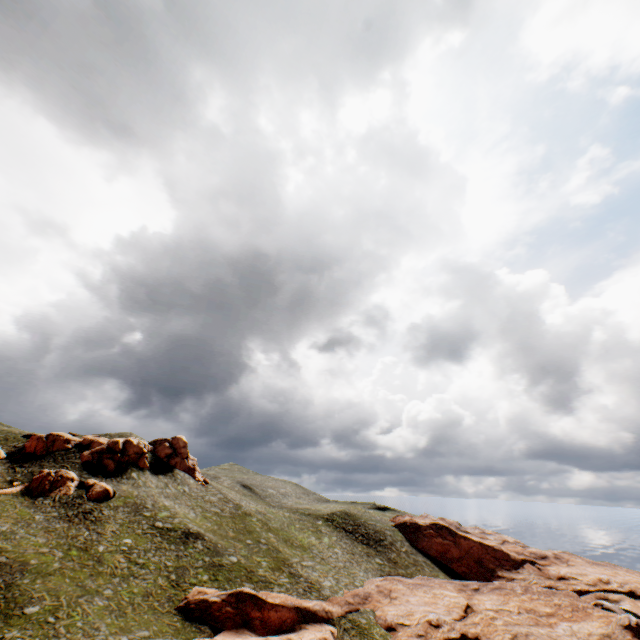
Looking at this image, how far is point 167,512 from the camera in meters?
52.4 m

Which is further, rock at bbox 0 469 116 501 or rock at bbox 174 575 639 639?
rock at bbox 0 469 116 501

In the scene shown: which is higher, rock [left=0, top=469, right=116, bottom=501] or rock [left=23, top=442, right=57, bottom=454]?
rock [left=23, top=442, right=57, bottom=454]

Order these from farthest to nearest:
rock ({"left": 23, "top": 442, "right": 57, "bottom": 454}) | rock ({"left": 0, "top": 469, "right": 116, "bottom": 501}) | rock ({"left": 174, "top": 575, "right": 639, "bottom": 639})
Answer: rock ({"left": 23, "top": 442, "right": 57, "bottom": 454}), rock ({"left": 0, "top": 469, "right": 116, "bottom": 501}), rock ({"left": 174, "top": 575, "right": 639, "bottom": 639})

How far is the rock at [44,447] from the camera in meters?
58.9

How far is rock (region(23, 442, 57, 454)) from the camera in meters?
58.9

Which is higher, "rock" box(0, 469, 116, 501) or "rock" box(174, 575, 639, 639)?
"rock" box(0, 469, 116, 501)
